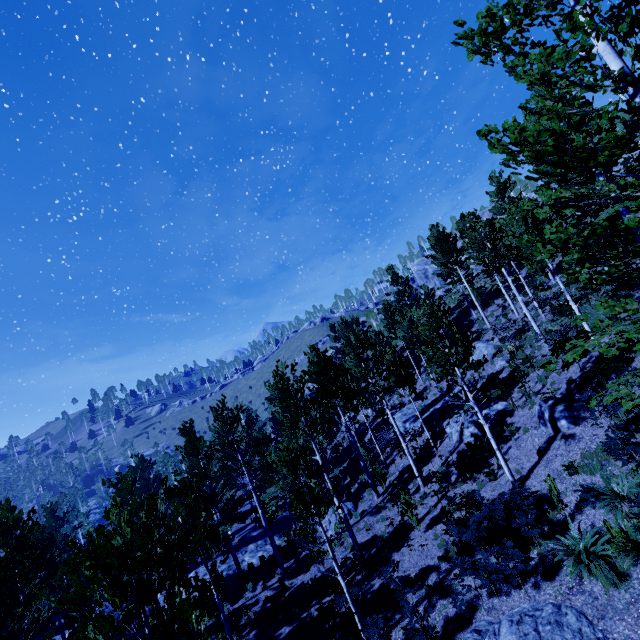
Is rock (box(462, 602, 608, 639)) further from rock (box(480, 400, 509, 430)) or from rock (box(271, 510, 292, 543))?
rock (box(271, 510, 292, 543))

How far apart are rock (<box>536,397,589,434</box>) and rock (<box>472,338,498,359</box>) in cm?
957

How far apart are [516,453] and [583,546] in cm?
561

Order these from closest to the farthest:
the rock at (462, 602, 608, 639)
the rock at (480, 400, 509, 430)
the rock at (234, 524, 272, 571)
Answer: the rock at (462, 602, 608, 639) < the rock at (480, 400, 509, 430) < the rock at (234, 524, 272, 571)

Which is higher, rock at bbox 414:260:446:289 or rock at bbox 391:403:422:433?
rock at bbox 414:260:446:289

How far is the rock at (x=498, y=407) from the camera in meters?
16.0 m

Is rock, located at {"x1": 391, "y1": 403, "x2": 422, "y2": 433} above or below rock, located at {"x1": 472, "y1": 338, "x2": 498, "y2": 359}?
below

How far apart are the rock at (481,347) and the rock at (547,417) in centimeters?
957cm
